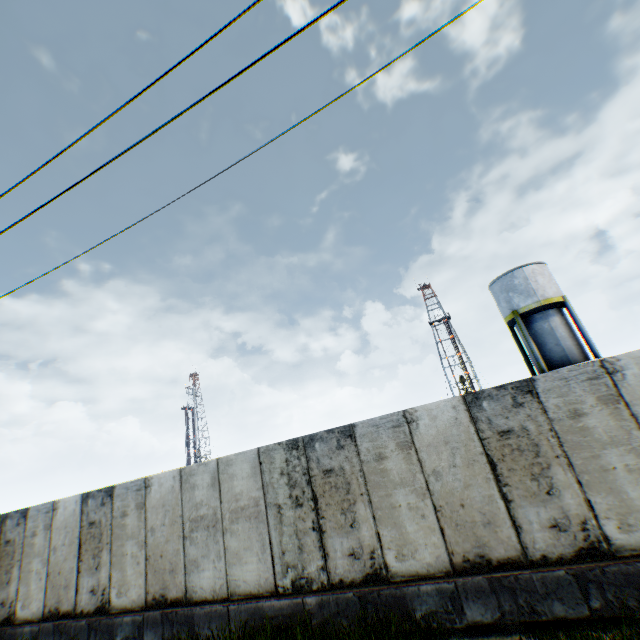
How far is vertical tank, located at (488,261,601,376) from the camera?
21.1m

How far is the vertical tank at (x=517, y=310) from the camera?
21.08m

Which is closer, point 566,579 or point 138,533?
point 566,579
